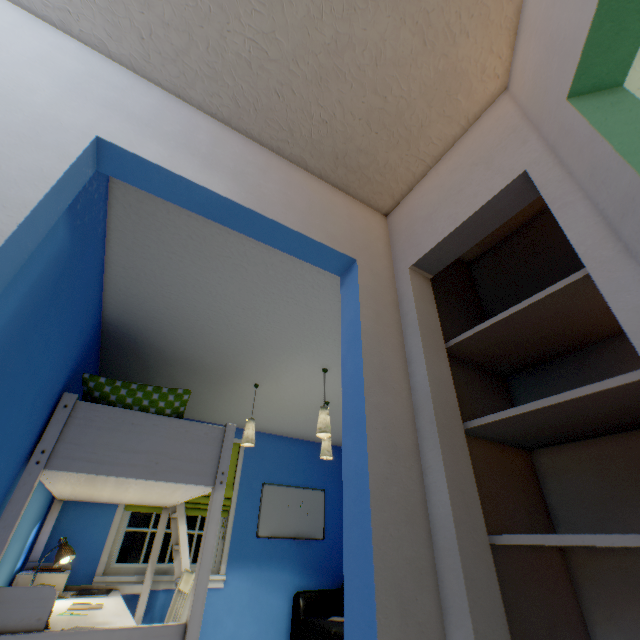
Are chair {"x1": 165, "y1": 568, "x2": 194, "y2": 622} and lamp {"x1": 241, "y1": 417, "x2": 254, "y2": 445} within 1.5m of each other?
yes

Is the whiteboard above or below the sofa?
above

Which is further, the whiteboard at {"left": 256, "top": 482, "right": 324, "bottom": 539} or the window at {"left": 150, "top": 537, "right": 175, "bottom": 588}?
the whiteboard at {"left": 256, "top": 482, "right": 324, "bottom": 539}

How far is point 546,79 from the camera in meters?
0.9

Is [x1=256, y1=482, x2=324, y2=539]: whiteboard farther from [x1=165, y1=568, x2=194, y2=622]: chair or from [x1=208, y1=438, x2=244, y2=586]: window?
[x1=165, y1=568, x2=194, y2=622]: chair

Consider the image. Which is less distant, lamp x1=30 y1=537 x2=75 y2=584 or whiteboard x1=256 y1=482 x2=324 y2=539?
lamp x1=30 y1=537 x2=75 y2=584

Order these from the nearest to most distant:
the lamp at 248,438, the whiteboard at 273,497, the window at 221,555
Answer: the lamp at 248,438 < the window at 221,555 < the whiteboard at 273,497

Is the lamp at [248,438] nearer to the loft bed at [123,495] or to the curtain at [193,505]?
the loft bed at [123,495]
